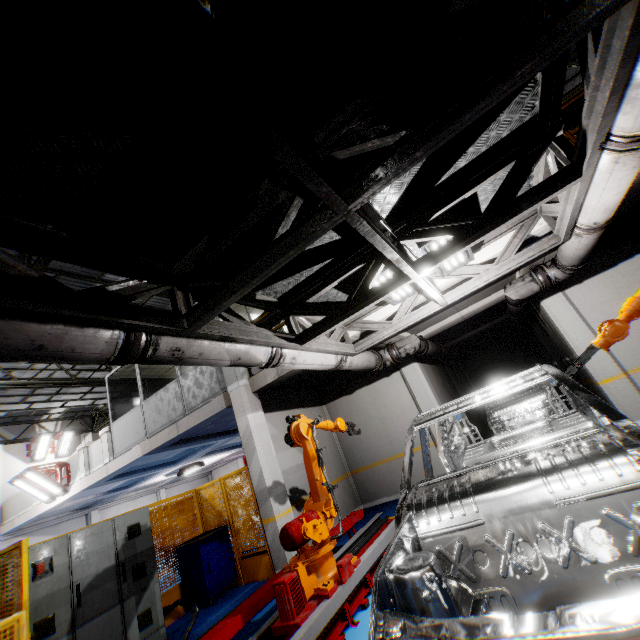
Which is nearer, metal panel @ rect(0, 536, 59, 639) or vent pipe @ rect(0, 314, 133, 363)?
vent pipe @ rect(0, 314, 133, 363)

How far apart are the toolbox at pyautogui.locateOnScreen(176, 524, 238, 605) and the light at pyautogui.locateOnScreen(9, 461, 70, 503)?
8.0m

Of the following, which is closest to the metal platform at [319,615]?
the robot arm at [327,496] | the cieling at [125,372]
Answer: the robot arm at [327,496]

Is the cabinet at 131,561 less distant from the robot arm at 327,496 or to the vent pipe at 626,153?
the robot arm at 327,496

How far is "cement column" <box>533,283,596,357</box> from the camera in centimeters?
750cm

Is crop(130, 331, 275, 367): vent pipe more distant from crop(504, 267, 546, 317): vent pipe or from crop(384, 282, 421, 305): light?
crop(504, 267, 546, 317): vent pipe

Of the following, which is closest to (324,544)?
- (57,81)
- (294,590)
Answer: (294,590)

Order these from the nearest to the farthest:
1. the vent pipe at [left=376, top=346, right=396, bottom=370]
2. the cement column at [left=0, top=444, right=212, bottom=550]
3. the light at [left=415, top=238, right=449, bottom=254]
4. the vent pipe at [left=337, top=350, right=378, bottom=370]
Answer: the light at [left=415, top=238, right=449, bottom=254] → the vent pipe at [left=337, top=350, right=378, bottom=370] → the vent pipe at [left=376, top=346, right=396, bottom=370] → the cement column at [left=0, top=444, right=212, bottom=550]
